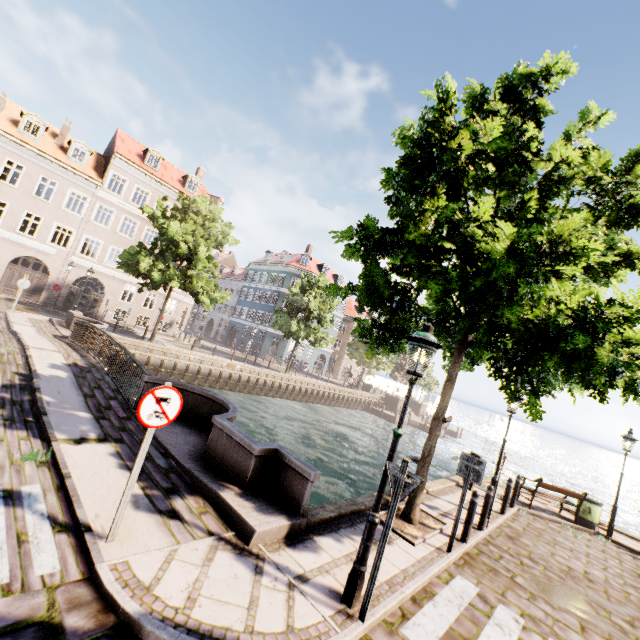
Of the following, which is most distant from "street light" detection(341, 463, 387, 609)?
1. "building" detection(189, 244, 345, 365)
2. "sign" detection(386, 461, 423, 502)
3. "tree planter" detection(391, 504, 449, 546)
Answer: "building" detection(189, 244, 345, 365)

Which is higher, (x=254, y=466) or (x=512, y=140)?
(x=512, y=140)

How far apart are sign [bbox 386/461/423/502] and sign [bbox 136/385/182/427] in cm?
287

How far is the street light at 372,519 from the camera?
4.1m

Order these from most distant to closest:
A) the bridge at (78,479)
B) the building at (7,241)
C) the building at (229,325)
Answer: the building at (229,325)
the building at (7,241)
the bridge at (78,479)

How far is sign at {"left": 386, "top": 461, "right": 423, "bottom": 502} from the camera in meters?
4.0

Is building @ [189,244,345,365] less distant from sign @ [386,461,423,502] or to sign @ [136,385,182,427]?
sign @ [136,385,182,427]

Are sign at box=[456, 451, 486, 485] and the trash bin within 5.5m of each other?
no
